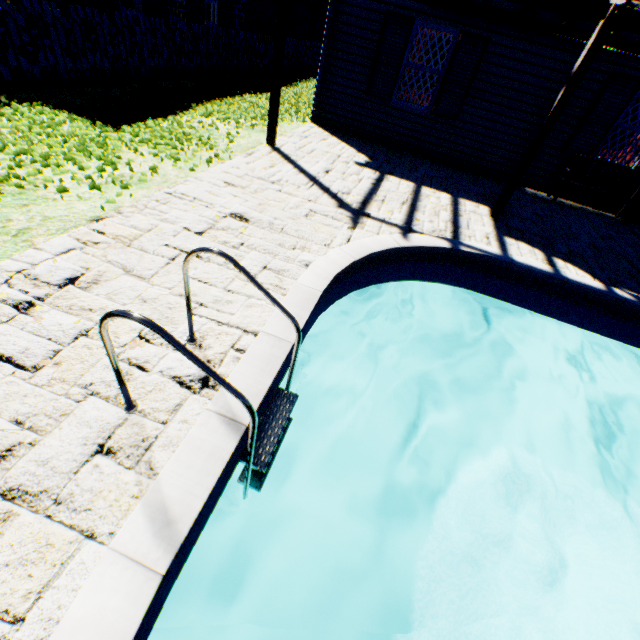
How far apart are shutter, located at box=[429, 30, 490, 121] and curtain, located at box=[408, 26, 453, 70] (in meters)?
0.19

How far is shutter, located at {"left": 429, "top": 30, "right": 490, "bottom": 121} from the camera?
7.14m

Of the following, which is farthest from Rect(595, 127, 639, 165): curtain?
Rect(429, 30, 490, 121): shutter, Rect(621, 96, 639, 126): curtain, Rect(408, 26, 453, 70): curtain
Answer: Rect(408, 26, 453, 70): curtain

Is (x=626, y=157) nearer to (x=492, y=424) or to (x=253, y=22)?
(x=492, y=424)

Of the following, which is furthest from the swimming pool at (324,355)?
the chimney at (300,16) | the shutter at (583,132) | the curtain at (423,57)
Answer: the chimney at (300,16)

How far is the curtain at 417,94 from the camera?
8.0 meters

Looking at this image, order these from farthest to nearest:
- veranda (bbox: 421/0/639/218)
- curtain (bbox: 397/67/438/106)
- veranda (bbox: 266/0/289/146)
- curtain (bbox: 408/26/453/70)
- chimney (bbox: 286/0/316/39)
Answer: chimney (bbox: 286/0/316/39), curtain (bbox: 397/67/438/106), curtain (bbox: 408/26/453/70), veranda (bbox: 266/0/289/146), veranda (bbox: 421/0/639/218)

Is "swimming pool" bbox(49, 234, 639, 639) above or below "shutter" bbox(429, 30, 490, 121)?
below
